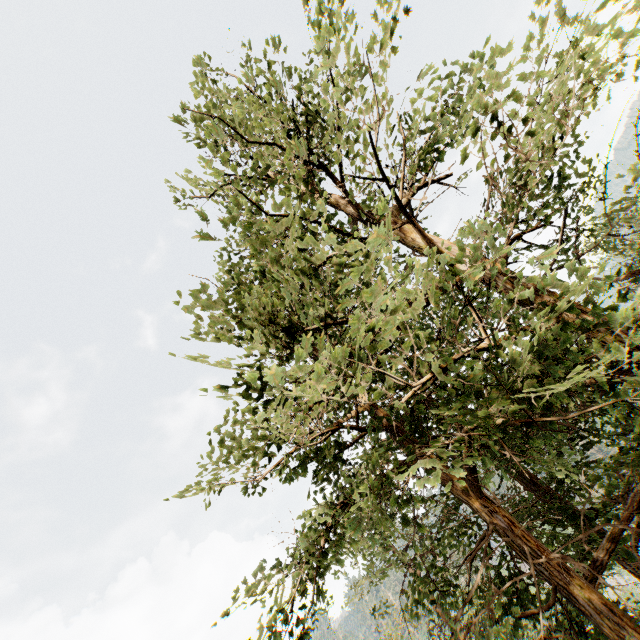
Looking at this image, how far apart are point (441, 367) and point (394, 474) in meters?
1.9
